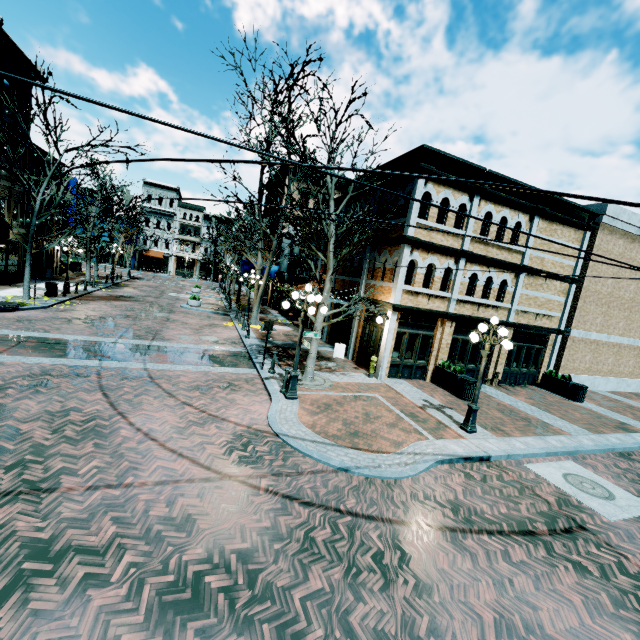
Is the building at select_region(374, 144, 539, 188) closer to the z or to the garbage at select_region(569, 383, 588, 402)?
the z

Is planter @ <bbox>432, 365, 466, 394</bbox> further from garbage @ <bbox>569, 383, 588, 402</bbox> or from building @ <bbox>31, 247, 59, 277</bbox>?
garbage @ <bbox>569, 383, 588, 402</bbox>

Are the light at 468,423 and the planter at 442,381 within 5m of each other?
yes

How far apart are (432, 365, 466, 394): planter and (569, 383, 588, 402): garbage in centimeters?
681cm

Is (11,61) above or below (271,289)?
above

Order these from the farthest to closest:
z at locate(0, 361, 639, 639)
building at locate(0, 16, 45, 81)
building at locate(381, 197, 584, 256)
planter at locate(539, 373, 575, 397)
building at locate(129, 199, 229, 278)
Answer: building at locate(129, 199, 229, 278), building at locate(0, 16, 45, 81), planter at locate(539, 373, 575, 397), building at locate(381, 197, 584, 256), z at locate(0, 361, 639, 639)

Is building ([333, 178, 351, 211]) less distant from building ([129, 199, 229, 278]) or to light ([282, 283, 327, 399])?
light ([282, 283, 327, 399])

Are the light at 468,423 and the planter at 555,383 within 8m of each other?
no
